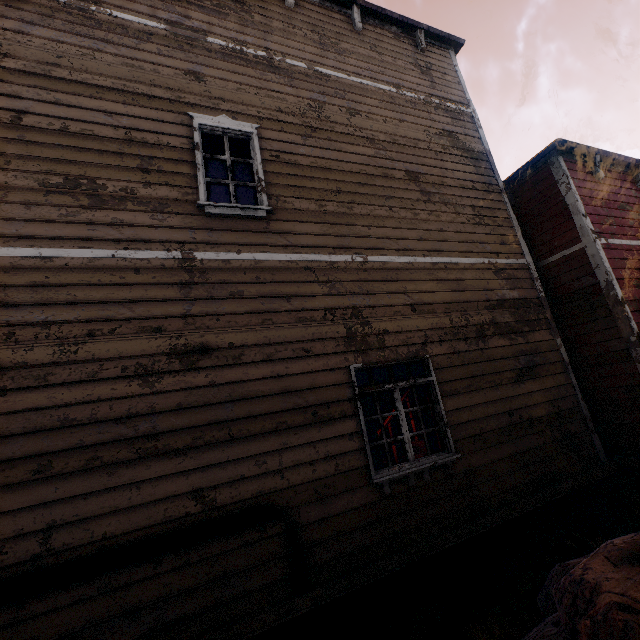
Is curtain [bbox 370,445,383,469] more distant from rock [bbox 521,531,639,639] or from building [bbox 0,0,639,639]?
rock [bbox 521,531,639,639]

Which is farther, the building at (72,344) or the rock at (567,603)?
the building at (72,344)

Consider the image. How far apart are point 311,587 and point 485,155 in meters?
8.7

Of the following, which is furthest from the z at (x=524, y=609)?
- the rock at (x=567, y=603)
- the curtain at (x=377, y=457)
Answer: the curtain at (x=377, y=457)

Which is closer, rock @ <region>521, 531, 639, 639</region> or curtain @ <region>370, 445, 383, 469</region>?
rock @ <region>521, 531, 639, 639</region>

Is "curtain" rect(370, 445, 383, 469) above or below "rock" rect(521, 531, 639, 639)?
above

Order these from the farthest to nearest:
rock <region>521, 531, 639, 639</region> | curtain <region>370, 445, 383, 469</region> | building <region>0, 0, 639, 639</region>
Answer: curtain <region>370, 445, 383, 469</region> → building <region>0, 0, 639, 639</region> → rock <region>521, 531, 639, 639</region>

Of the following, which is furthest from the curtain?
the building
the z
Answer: the z
